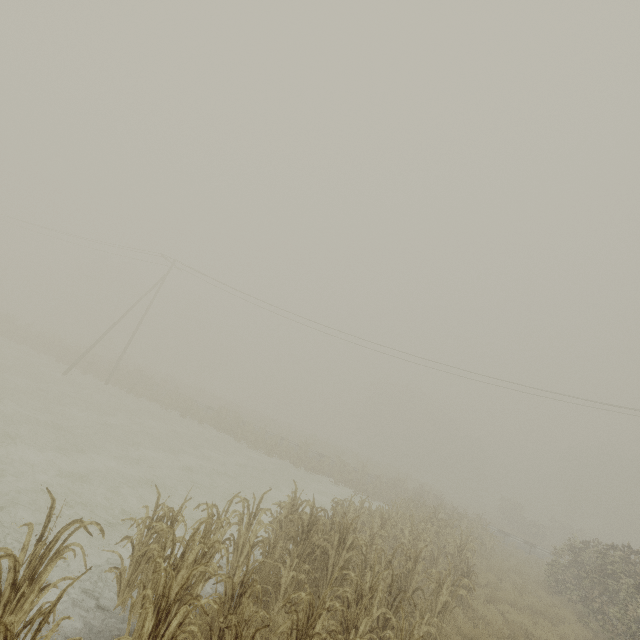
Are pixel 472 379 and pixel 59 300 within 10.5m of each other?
no

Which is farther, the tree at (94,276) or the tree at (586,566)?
the tree at (94,276)

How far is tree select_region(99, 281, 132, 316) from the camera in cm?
5759

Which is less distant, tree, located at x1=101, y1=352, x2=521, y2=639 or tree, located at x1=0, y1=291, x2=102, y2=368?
tree, located at x1=101, y1=352, x2=521, y2=639

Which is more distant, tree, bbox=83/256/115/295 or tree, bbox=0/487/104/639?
tree, bbox=83/256/115/295

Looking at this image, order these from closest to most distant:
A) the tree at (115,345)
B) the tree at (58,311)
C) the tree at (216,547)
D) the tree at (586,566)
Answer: the tree at (216,547) → the tree at (586,566) → the tree at (115,345) → the tree at (58,311)
